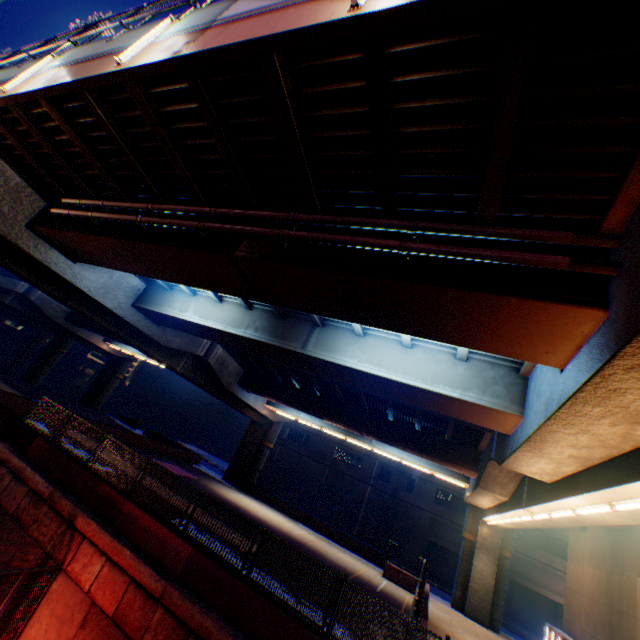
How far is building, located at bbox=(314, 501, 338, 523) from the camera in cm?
3731

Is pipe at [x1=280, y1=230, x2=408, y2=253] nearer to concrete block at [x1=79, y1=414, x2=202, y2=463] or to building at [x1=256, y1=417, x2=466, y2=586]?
concrete block at [x1=79, y1=414, x2=202, y2=463]

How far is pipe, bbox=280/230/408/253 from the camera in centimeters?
602cm

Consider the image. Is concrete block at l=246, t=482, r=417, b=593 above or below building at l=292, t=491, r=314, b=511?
below

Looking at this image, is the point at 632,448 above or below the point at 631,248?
below

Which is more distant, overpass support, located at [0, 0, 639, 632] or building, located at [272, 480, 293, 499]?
building, located at [272, 480, 293, 499]

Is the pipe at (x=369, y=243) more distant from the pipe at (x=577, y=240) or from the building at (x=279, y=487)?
the building at (x=279, y=487)

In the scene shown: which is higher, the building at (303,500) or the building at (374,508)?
the building at (374,508)
